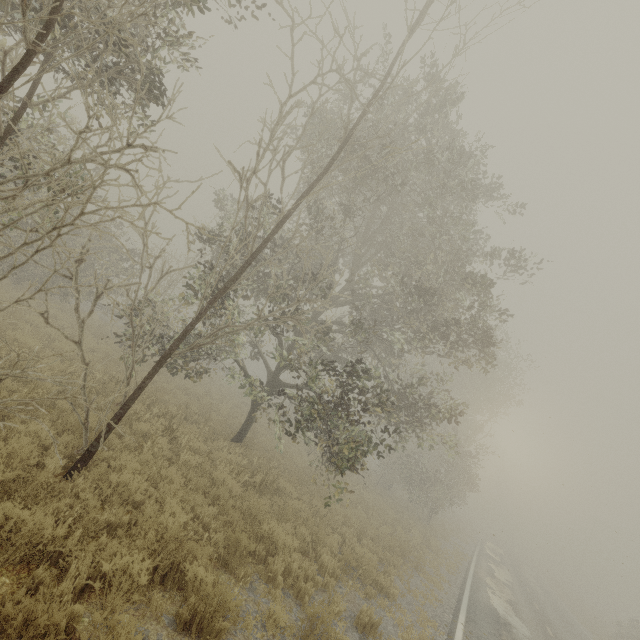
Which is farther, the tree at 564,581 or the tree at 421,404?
the tree at 564,581

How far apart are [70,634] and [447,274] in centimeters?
1197cm

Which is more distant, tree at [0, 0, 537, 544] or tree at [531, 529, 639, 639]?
tree at [531, 529, 639, 639]
